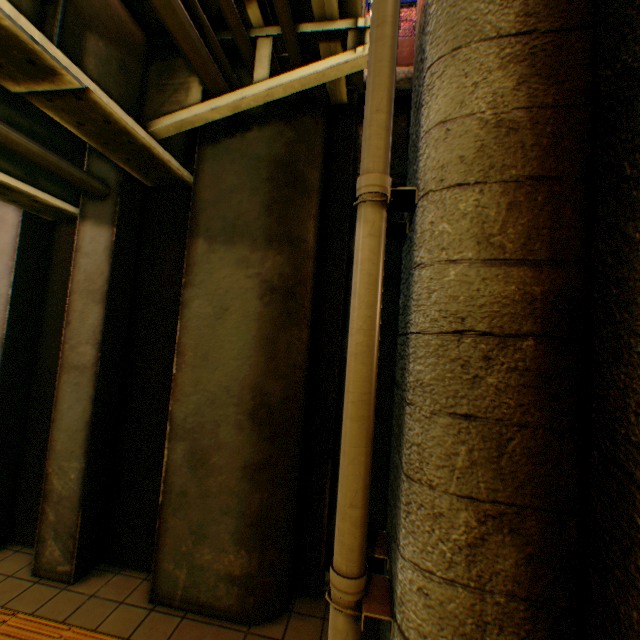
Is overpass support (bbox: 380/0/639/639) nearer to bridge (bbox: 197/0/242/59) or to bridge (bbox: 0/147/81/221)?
bridge (bbox: 197/0/242/59)

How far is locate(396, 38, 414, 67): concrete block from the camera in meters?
4.4

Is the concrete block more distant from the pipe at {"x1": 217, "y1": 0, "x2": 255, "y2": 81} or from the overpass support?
the pipe at {"x1": 217, "y1": 0, "x2": 255, "y2": 81}

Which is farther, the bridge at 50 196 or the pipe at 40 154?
the bridge at 50 196

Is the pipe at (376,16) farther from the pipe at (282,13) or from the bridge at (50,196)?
the bridge at (50,196)

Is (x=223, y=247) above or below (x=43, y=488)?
above

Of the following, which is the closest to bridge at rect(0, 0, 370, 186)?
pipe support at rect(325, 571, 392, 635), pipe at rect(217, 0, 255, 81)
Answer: pipe at rect(217, 0, 255, 81)

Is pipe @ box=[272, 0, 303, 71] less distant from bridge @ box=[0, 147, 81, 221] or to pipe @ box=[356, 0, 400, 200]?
pipe @ box=[356, 0, 400, 200]
